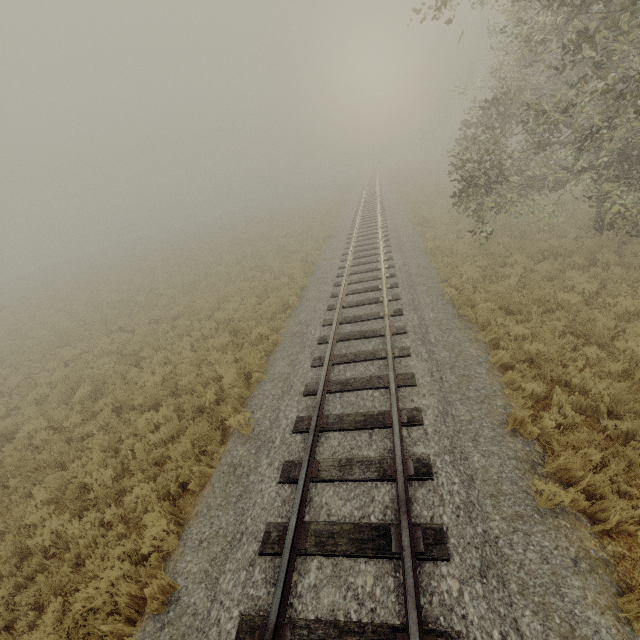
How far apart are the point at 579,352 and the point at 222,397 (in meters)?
8.73
